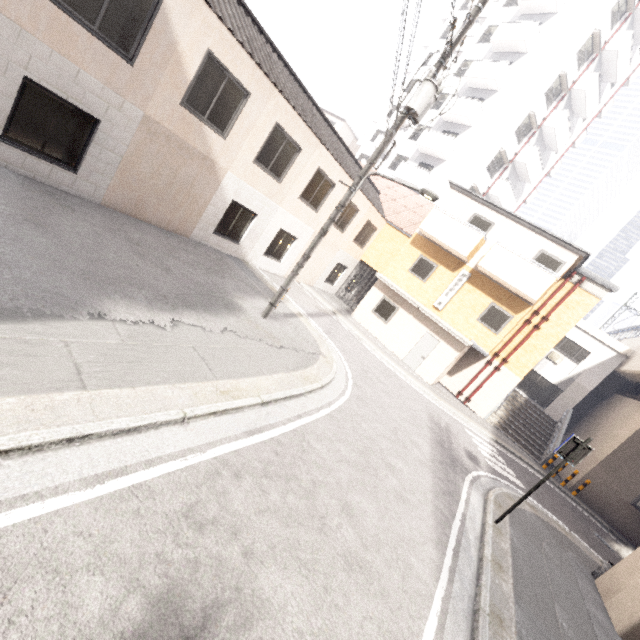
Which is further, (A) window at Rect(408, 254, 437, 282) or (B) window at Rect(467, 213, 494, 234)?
(A) window at Rect(408, 254, 437, 282)

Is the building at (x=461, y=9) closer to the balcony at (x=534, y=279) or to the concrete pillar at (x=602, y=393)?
the balcony at (x=534, y=279)

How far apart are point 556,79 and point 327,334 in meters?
26.3

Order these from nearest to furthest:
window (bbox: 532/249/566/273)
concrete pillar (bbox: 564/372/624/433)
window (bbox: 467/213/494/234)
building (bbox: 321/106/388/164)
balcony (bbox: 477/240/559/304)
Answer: balcony (bbox: 477/240/559/304) < window (bbox: 532/249/566/273) < window (bbox: 467/213/494/234) < concrete pillar (bbox: 564/372/624/433) < building (bbox: 321/106/388/164)

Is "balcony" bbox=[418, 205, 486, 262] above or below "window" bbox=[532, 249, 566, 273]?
below

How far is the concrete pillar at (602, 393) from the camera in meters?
21.7 m

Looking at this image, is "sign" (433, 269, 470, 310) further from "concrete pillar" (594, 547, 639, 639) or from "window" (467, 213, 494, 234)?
"concrete pillar" (594, 547, 639, 639)

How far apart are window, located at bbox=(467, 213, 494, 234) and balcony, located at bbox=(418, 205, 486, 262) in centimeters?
20cm
